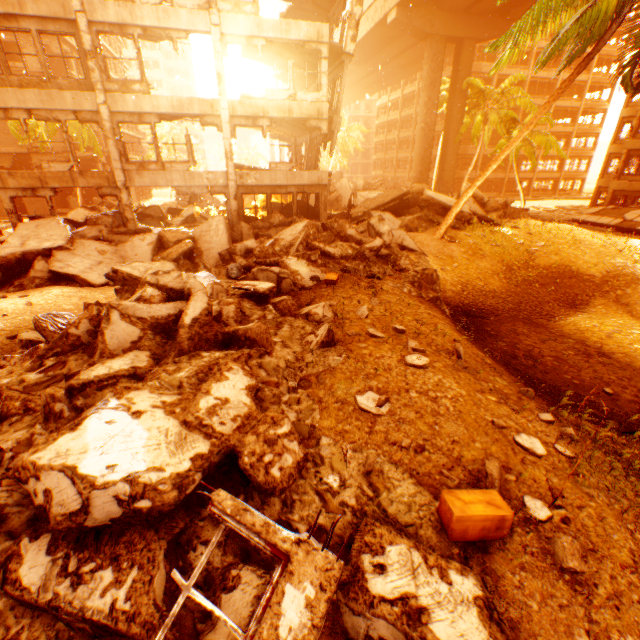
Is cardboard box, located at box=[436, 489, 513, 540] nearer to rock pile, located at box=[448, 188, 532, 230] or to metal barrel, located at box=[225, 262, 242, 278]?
rock pile, located at box=[448, 188, 532, 230]

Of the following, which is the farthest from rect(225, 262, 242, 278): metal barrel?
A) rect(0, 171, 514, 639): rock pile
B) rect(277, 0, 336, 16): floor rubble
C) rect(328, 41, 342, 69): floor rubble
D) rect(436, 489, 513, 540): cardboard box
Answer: rect(277, 0, 336, 16): floor rubble

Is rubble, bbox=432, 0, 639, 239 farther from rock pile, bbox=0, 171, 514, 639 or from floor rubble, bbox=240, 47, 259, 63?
floor rubble, bbox=240, 47, 259, 63

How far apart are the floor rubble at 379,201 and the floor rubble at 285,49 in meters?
7.0

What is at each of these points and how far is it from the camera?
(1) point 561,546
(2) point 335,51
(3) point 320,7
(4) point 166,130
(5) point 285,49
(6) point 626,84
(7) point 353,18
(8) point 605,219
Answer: (1) rubble, 3.6 meters
(2) floor rubble, 15.4 meters
(3) floor rubble, 17.8 meters
(4) rubble, 56.8 meters
(5) floor rubble, 16.0 meters
(6) rubble, 8.9 meters
(7) pillar, 14.9 meters
(8) floor rubble, 24.4 meters

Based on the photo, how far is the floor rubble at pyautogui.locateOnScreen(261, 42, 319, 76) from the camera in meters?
15.7

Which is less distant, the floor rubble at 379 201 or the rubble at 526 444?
the rubble at 526 444

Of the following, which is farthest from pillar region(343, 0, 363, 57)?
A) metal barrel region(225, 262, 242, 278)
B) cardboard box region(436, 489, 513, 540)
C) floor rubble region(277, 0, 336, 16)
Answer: cardboard box region(436, 489, 513, 540)
